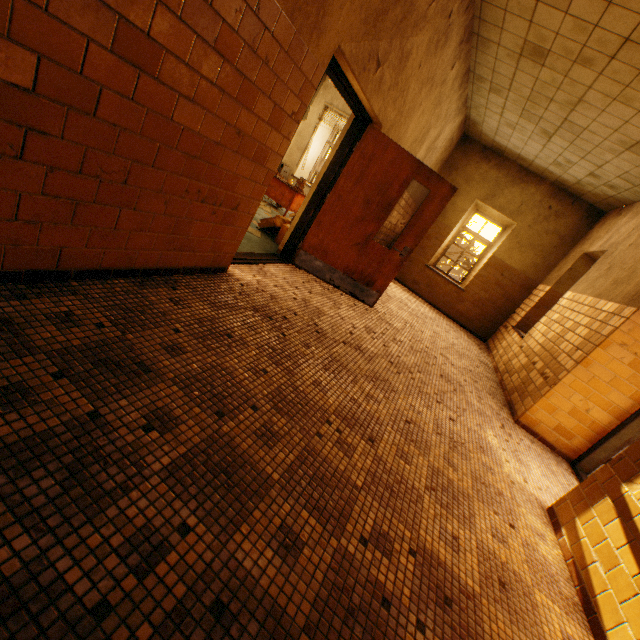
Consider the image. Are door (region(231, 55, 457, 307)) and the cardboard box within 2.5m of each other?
yes

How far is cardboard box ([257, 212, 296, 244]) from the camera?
5.4 meters

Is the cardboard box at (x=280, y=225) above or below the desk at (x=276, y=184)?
below

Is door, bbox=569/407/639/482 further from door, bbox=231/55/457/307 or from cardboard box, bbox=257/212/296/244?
cardboard box, bbox=257/212/296/244

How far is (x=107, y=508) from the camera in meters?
1.1

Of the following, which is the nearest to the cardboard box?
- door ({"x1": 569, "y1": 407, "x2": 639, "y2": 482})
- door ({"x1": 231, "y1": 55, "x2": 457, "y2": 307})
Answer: door ({"x1": 231, "y1": 55, "x2": 457, "y2": 307})

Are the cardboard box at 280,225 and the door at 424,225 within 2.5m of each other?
yes
